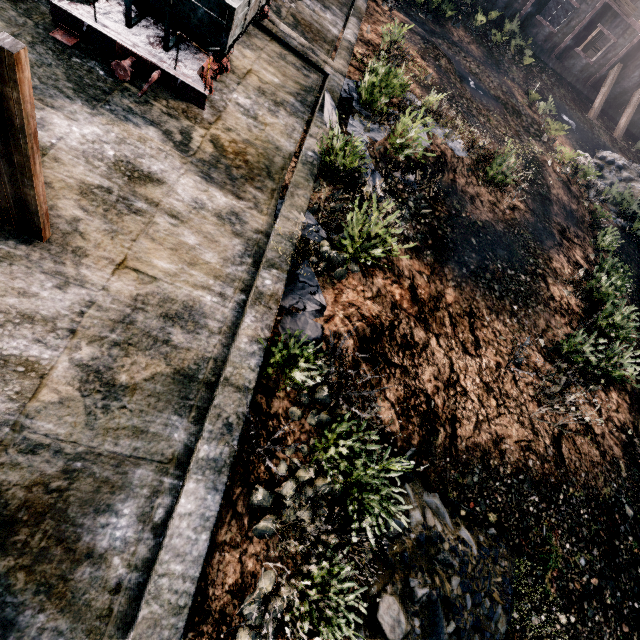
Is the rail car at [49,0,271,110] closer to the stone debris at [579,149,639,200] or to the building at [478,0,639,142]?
the building at [478,0,639,142]

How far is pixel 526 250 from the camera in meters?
13.2

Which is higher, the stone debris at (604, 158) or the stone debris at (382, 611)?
the stone debris at (604, 158)

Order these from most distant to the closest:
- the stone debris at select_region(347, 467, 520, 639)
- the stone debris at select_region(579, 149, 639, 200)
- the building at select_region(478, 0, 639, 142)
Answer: the building at select_region(478, 0, 639, 142), the stone debris at select_region(579, 149, 639, 200), the stone debris at select_region(347, 467, 520, 639)

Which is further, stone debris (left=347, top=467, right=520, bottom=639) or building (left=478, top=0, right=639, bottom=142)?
building (left=478, top=0, right=639, bottom=142)

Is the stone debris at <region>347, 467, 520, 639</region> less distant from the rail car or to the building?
the rail car

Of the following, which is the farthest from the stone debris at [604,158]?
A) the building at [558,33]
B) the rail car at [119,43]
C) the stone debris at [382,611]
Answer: the stone debris at [382,611]
